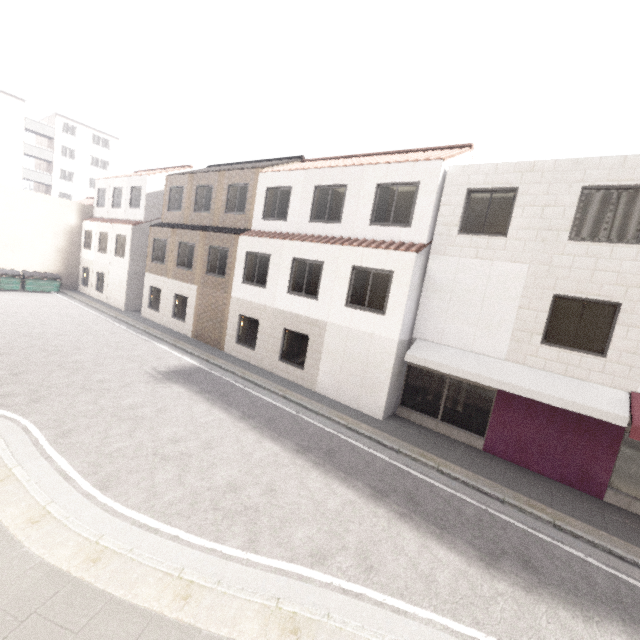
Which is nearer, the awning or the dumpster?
the awning

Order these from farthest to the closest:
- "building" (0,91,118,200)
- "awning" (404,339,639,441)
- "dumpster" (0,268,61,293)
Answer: "building" (0,91,118,200) < "dumpster" (0,268,61,293) < "awning" (404,339,639,441)

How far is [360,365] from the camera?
11.8 meters

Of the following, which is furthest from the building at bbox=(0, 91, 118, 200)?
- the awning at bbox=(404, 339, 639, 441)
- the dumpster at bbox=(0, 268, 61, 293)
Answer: the awning at bbox=(404, 339, 639, 441)

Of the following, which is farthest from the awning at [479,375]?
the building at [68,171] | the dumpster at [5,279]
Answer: the building at [68,171]

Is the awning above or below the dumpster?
above

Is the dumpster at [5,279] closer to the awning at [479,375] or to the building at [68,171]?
the building at [68,171]
